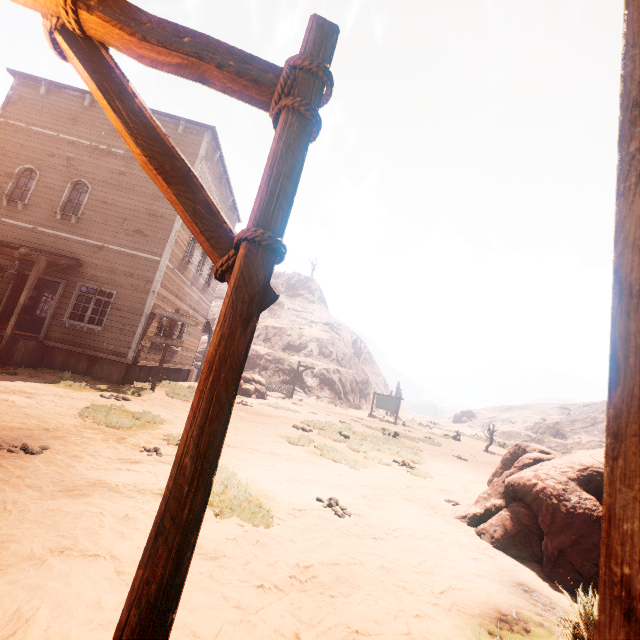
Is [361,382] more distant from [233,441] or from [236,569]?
[236,569]

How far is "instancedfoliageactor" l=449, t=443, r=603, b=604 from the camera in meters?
4.1 m

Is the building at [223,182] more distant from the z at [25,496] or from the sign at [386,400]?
the sign at [386,400]

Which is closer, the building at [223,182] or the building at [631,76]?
the building at [631,76]

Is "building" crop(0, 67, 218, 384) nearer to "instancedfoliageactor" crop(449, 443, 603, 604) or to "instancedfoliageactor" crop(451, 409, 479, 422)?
"instancedfoliageactor" crop(449, 443, 603, 604)

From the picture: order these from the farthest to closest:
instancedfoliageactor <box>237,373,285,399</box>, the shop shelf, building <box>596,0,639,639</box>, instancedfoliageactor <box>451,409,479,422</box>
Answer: instancedfoliageactor <box>451,409,479,422</box>
instancedfoliageactor <box>237,373,285,399</box>
the shop shelf
building <box>596,0,639,639</box>

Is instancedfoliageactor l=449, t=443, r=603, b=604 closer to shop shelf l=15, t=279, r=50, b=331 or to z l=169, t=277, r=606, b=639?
z l=169, t=277, r=606, b=639

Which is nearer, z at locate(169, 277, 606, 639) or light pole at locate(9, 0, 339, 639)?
light pole at locate(9, 0, 339, 639)
